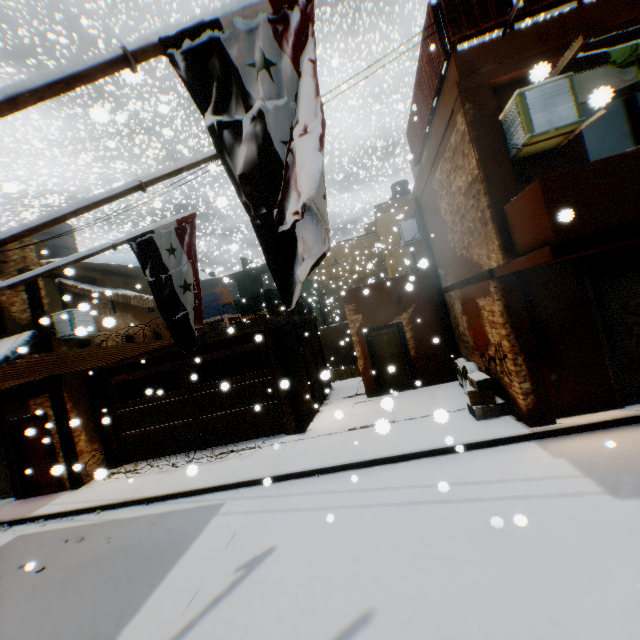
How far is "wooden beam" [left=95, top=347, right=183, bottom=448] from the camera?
10.56m

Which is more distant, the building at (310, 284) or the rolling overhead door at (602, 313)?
the building at (310, 284)

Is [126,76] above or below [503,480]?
above

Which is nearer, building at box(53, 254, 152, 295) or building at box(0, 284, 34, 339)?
building at box(0, 284, 34, 339)

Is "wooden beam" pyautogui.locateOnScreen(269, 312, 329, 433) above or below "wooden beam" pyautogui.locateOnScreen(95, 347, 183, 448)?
above

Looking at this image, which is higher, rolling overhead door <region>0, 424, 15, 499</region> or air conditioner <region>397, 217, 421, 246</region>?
air conditioner <region>397, 217, 421, 246</region>

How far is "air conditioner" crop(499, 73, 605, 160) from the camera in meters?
5.0

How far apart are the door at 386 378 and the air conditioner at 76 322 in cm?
562
